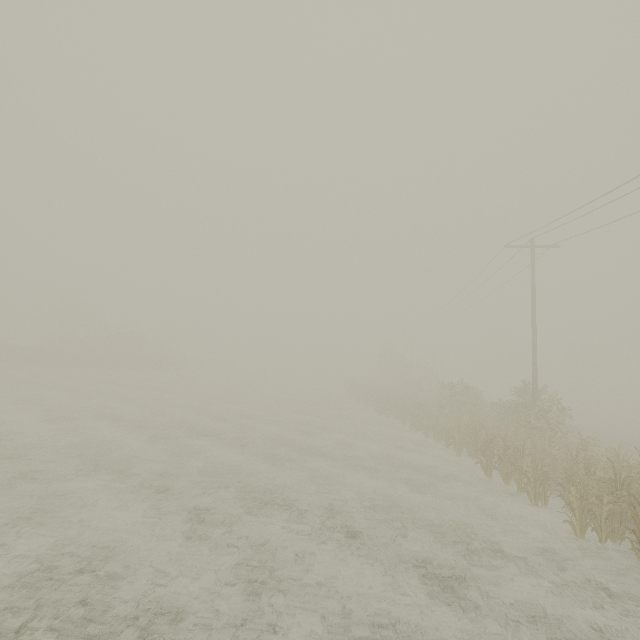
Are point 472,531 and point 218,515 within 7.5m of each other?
yes
